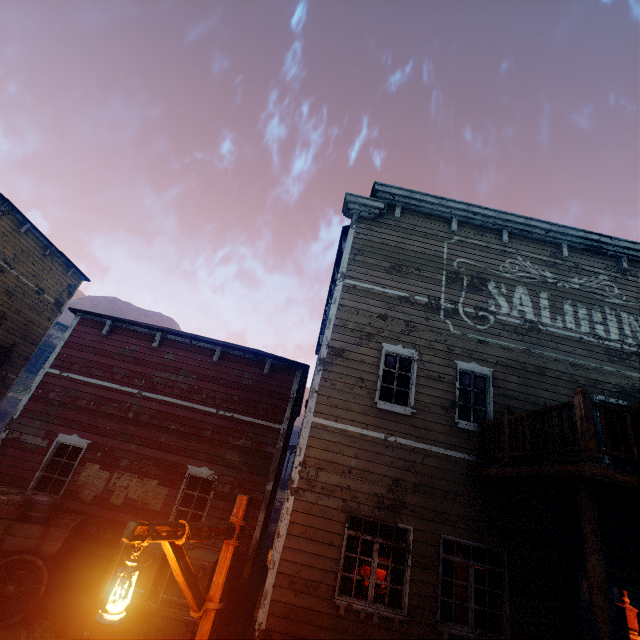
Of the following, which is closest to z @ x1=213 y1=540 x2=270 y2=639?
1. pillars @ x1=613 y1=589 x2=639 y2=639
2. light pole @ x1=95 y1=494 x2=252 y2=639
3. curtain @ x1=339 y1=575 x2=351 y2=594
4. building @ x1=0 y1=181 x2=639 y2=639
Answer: building @ x1=0 y1=181 x2=639 y2=639

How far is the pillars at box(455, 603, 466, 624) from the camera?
8.0m

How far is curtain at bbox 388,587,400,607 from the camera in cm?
632

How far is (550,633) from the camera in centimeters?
621cm

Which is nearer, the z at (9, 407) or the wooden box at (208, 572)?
the wooden box at (208, 572)

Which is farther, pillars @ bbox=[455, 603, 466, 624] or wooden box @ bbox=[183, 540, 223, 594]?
pillars @ bbox=[455, 603, 466, 624]

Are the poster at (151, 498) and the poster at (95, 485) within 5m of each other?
yes

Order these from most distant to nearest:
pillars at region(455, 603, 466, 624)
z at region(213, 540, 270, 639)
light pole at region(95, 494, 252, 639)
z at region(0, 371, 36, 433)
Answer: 1. z at region(0, 371, 36, 433)
2. pillars at region(455, 603, 466, 624)
3. z at region(213, 540, 270, 639)
4. light pole at region(95, 494, 252, 639)
